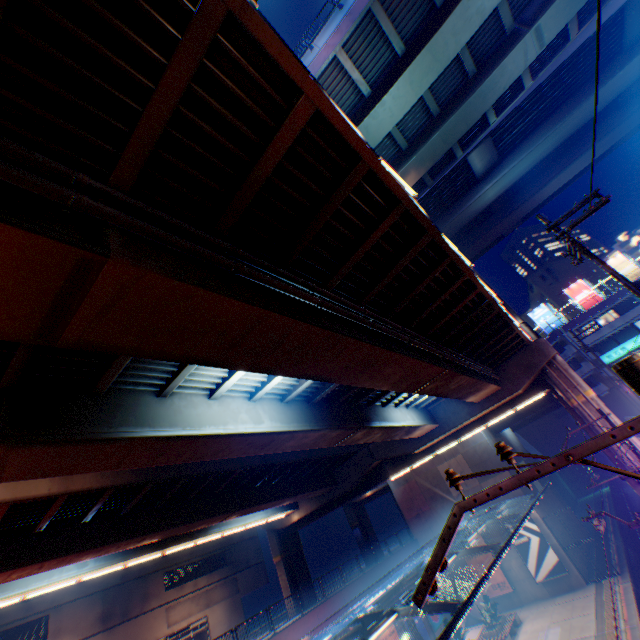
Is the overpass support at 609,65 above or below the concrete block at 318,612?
above

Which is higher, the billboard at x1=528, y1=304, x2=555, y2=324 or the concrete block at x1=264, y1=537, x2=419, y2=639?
the billboard at x1=528, y1=304, x2=555, y2=324

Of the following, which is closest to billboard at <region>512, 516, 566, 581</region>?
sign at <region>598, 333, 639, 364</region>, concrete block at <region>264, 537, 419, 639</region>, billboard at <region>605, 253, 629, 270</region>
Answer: concrete block at <region>264, 537, 419, 639</region>

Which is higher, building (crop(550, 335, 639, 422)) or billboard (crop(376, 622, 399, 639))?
building (crop(550, 335, 639, 422))

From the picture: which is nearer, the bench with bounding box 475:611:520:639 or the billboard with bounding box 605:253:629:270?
the bench with bounding box 475:611:520:639

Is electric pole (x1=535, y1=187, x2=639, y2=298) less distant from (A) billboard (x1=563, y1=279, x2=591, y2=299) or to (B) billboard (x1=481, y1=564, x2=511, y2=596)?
(B) billboard (x1=481, y1=564, x2=511, y2=596)

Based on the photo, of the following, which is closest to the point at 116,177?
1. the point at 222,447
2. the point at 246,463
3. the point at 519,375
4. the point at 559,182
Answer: the point at 222,447

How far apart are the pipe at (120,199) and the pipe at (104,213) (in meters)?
0.27
